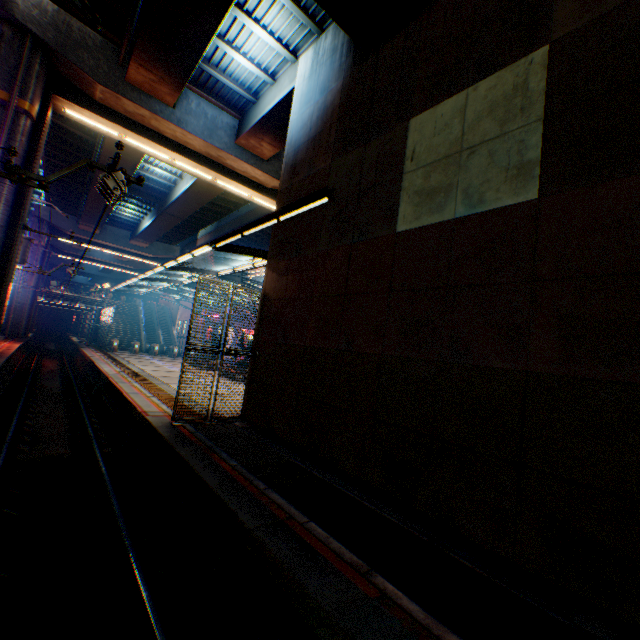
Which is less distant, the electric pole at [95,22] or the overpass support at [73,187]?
the electric pole at [95,22]

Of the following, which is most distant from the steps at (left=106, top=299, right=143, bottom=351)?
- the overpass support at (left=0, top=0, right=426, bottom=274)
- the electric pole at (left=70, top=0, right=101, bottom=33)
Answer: the electric pole at (left=70, top=0, right=101, bottom=33)

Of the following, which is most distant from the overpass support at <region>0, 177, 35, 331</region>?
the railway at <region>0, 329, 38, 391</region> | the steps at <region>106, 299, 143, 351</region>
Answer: the steps at <region>106, 299, 143, 351</region>

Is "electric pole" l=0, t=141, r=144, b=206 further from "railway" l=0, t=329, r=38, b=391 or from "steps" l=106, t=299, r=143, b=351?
"steps" l=106, t=299, r=143, b=351

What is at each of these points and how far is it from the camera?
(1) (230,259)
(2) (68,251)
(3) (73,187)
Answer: (1) overpass support, 44.31m
(2) overpass support, 49.66m
(3) overpass support, 31.14m

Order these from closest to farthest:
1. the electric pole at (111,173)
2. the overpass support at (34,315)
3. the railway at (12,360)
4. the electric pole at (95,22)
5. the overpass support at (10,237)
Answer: the electric pole at (111,173) < the electric pole at (95,22) < the overpass support at (10,237) < the railway at (12,360) < the overpass support at (34,315)

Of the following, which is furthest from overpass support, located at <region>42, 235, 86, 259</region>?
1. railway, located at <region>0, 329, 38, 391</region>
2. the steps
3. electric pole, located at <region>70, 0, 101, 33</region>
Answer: the steps
